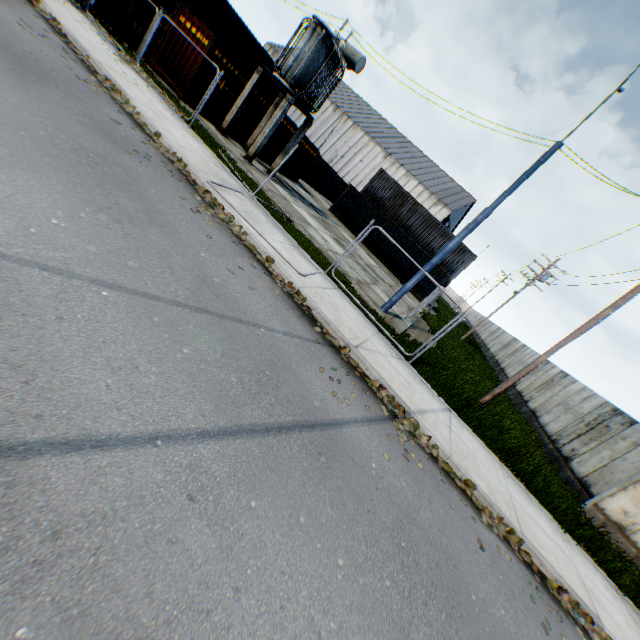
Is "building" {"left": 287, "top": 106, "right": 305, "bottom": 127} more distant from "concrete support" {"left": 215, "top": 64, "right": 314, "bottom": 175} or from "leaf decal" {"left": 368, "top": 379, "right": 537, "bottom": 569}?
"leaf decal" {"left": 368, "top": 379, "right": 537, "bottom": 569}

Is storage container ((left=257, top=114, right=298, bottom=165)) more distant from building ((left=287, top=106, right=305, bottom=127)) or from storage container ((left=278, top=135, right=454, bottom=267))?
building ((left=287, top=106, right=305, bottom=127))

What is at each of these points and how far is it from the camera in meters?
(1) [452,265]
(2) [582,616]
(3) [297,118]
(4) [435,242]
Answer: (1) storage container, 28.8 m
(2) leaf decal, 5.8 m
(3) building, 58.0 m
(4) storage container, 29.1 m

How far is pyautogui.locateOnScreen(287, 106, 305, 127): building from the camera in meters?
57.9

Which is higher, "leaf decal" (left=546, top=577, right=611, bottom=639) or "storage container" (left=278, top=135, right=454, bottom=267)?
"storage container" (left=278, top=135, right=454, bottom=267)

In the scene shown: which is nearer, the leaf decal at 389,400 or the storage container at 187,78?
the leaf decal at 389,400

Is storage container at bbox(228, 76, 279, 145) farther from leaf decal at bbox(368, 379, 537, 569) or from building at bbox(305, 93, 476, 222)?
building at bbox(305, 93, 476, 222)

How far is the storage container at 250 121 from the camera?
17.62m
